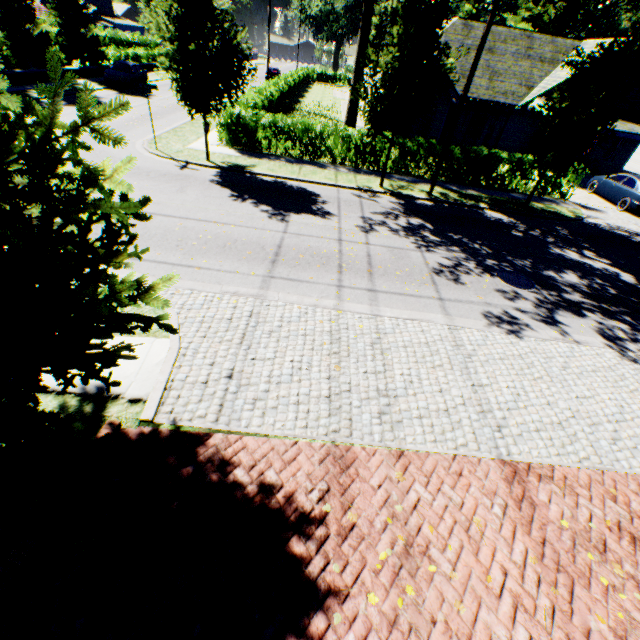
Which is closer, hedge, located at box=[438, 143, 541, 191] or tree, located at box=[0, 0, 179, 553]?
tree, located at box=[0, 0, 179, 553]

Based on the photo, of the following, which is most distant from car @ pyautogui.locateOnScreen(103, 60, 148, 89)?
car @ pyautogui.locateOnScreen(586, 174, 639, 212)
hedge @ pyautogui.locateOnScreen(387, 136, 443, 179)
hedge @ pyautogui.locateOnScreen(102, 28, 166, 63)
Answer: car @ pyautogui.locateOnScreen(586, 174, 639, 212)

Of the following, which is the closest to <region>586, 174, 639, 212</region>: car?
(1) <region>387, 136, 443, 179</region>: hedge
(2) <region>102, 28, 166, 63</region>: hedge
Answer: (1) <region>387, 136, 443, 179</region>: hedge

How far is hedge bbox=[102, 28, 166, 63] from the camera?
33.0 meters

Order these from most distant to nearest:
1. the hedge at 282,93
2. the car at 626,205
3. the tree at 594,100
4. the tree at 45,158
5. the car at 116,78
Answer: the car at 116,78 < the car at 626,205 < the hedge at 282,93 < the tree at 594,100 < the tree at 45,158

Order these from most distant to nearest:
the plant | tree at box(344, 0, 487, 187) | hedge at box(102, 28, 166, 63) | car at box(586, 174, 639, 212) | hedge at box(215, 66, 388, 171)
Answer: the plant < hedge at box(102, 28, 166, 63) < car at box(586, 174, 639, 212) < hedge at box(215, 66, 388, 171) < tree at box(344, 0, 487, 187)

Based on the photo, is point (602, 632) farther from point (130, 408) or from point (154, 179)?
point (154, 179)

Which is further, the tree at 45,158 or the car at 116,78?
the car at 116,78
